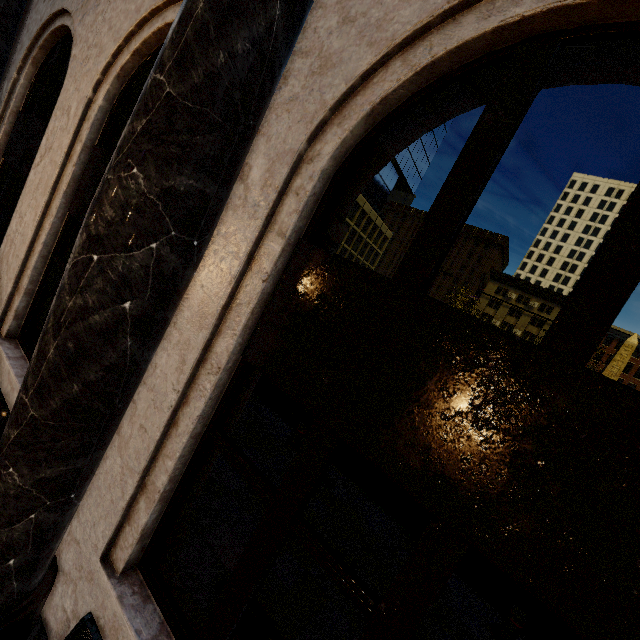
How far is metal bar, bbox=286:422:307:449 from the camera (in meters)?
7.70

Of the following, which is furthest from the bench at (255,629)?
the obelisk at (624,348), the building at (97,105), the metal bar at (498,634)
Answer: the obelisk at (624,348)

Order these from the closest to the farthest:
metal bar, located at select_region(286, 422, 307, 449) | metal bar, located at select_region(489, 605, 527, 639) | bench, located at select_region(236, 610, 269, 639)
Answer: bench, located at select_region(236, 610, 269, 639) < metal bar, located at select_region(489, 605, 527, 639) < metal bar, located at select_region(286, 422, 307, 449)

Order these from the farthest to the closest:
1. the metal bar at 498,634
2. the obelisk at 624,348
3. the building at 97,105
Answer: the obelisk at 624,348 → the metal bar at 498,634 → the building at 97,105

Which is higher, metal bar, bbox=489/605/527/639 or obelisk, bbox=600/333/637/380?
obelisk, bbox=600/333/637/380

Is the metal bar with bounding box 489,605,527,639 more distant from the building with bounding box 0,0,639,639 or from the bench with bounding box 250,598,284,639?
the building with bounding box 0,0,639,639

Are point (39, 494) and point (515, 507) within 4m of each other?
yes
